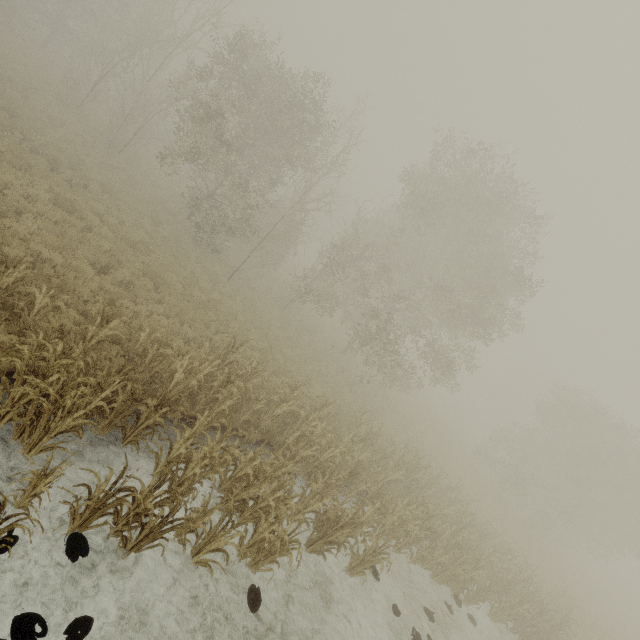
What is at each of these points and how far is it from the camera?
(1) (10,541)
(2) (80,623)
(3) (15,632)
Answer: A:
(1) tree, 4.4m
(2) tree, 4.3m
(3) tree, 3.9m
